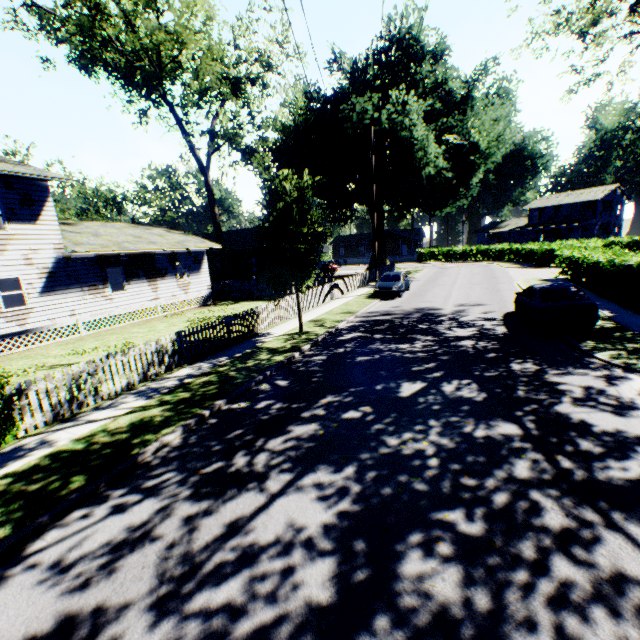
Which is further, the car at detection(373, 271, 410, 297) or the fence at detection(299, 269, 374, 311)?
the car at detection(373, 271, 410, 297)

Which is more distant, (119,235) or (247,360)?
(119,235)

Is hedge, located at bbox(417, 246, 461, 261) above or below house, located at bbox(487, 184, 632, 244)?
below

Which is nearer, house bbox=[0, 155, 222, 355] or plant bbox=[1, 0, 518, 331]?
plant bbox=[1, 0, 518, 331]

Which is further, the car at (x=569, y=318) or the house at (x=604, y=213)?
the house at (x=604, y=213)

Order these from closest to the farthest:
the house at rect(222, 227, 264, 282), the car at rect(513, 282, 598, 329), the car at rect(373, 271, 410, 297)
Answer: the car at rect(513, 282, 598, 329) < the car at rect(373, 271, 410, 297) < the house at rect(222, 227, 264, 282)

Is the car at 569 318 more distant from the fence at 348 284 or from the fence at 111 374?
the fence at 348 284

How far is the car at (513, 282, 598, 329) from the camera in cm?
1137
